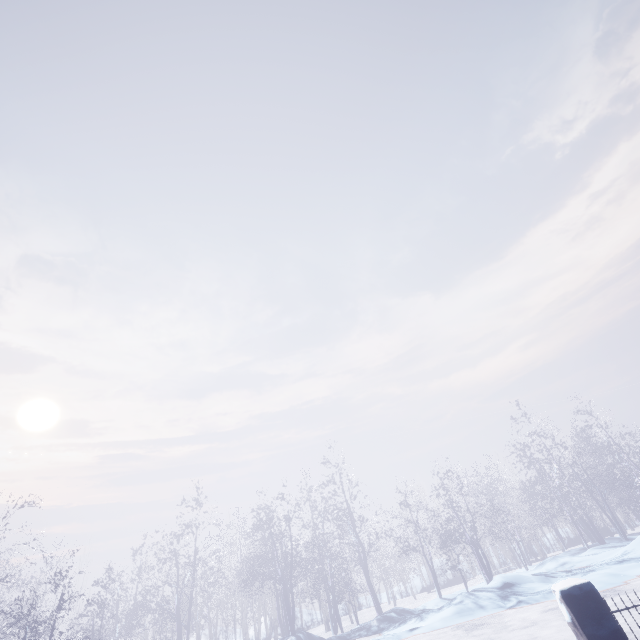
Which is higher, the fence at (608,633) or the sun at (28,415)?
the sun at (28,415)

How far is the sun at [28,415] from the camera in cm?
4178

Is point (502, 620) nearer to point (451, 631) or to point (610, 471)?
point (451, 631)

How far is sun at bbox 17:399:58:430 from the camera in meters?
41.8

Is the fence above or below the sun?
below

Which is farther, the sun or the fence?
the sun
